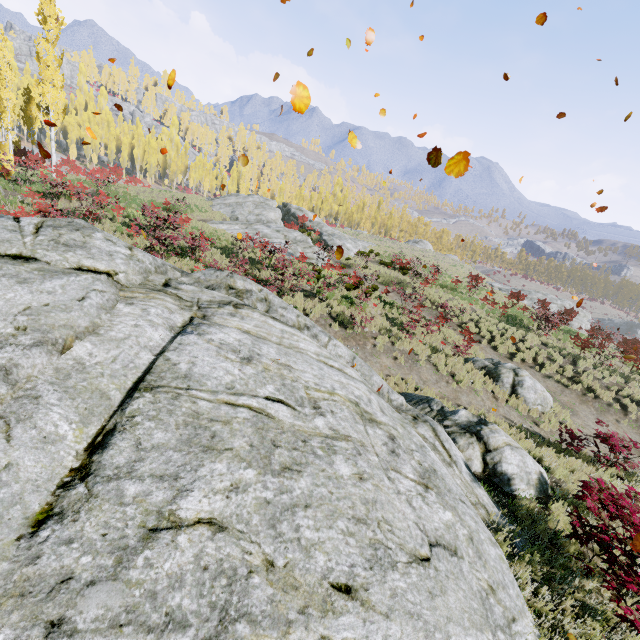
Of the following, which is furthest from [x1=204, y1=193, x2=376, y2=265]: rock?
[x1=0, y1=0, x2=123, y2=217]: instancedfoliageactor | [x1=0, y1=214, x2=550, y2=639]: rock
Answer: [x1=0, y1=214, x2=550, y2=639]: rock

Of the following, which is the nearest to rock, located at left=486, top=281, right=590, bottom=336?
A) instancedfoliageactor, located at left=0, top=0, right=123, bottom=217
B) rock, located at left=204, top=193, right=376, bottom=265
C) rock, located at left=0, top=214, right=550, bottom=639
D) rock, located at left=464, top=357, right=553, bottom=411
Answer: instancedfoliageactor, located at left=0, top=0, right=123, bottom=217

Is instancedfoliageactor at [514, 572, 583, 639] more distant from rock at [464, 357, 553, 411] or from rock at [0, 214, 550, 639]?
rock at [464, 357, 553, 411]

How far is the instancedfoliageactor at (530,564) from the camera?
5.37m

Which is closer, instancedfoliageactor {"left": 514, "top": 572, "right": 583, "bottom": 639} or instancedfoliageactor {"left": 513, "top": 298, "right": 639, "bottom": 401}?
instancedfoliageactor {"left": 514, "top": 572, "right": 583, "bottom": 639}

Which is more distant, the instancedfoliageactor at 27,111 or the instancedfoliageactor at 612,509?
the instancedfoliageactor at 27,111

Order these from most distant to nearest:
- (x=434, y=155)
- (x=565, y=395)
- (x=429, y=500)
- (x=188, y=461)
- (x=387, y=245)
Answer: (x=387, y=245), (x=565, y=395), (x=429, y=500), (x=434, y=155), (x=188, y=461)
